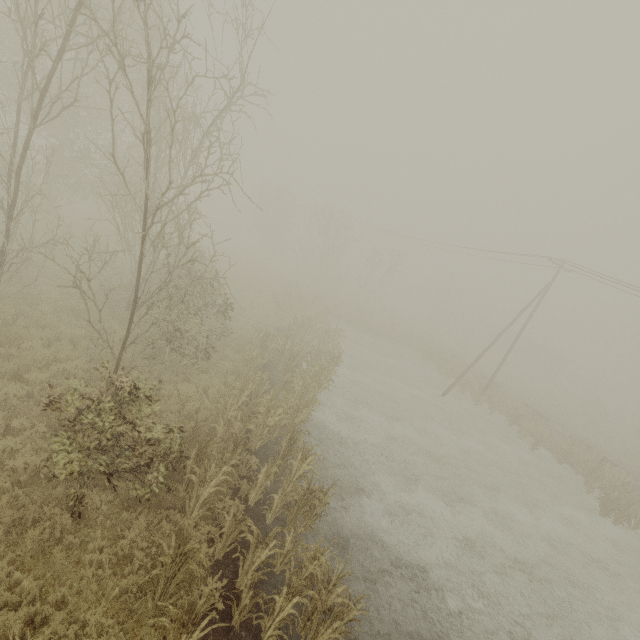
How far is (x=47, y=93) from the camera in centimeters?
1762cm

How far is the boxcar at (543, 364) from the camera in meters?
53.2 m

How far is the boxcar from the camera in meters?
53.2
